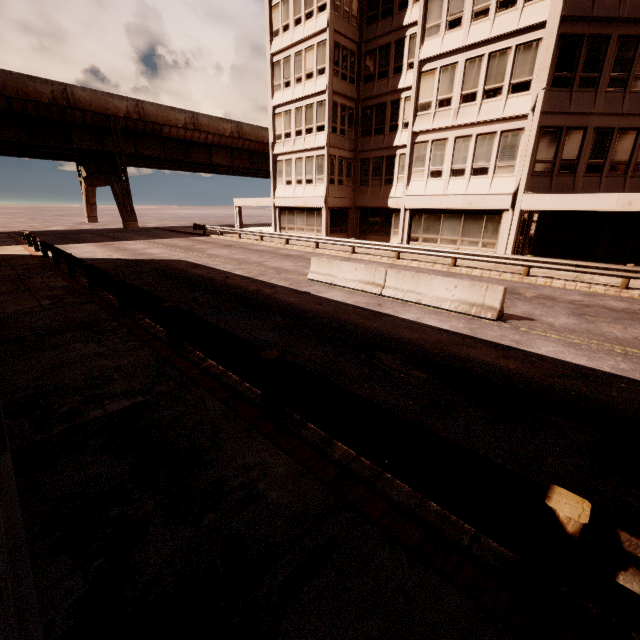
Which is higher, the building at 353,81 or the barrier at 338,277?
the building at 353,81

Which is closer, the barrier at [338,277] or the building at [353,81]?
the barrier at [338,277]

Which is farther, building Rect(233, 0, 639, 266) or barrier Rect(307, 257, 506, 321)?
building Rect(233, 0, 639, 266)

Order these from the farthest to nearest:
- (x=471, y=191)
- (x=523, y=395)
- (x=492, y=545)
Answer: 1. (x=471, y=191)
2. (x=523, y=395)
3. (x=492, y=545)

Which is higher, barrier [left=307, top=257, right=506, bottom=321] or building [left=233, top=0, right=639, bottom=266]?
building [left=233, top=0, right=639, bottom=266]

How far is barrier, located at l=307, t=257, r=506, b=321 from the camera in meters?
9.7
